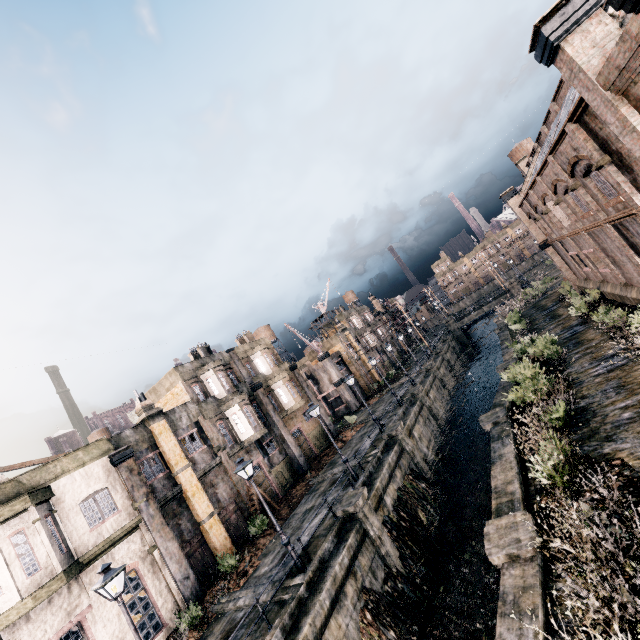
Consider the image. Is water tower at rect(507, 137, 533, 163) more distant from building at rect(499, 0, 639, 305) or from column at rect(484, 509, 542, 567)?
column at rect(484, 509, 542, 567)

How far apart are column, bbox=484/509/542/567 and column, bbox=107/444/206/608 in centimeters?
1649cm

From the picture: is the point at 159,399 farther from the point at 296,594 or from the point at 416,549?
the point at 416,549

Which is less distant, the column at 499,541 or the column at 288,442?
the column at 499,541

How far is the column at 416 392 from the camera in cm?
3234

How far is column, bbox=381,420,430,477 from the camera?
24.5m

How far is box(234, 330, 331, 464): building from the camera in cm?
3253

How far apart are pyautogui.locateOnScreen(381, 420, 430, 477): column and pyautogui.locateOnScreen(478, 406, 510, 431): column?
7.2m
